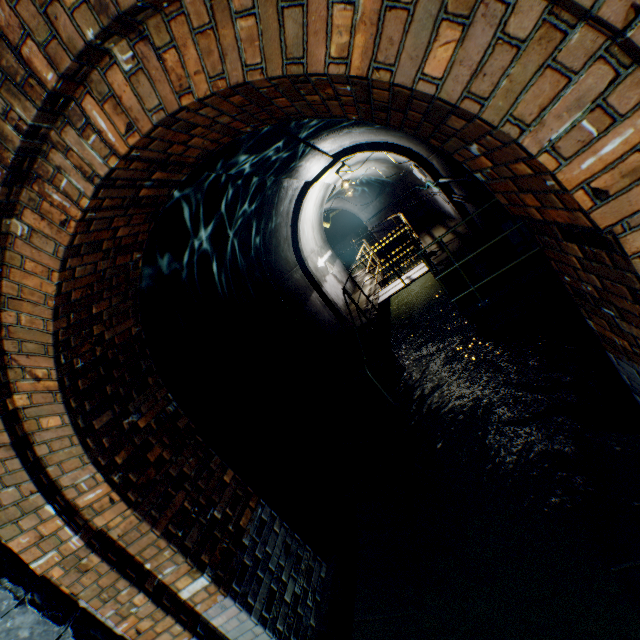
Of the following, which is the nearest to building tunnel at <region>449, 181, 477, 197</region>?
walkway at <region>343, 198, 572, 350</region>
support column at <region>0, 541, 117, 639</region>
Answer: walkway at <region>343, 198, 572, 350</region>

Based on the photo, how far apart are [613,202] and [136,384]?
3.2m

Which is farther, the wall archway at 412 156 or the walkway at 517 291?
the wall archway at 412 156

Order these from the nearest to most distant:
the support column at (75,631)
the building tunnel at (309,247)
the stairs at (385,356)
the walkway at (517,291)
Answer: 1. the support column at (75,631)
2. the walkway at (517,291)
3. the stairs at (385,356)
4. the building tunnel at (309,247)

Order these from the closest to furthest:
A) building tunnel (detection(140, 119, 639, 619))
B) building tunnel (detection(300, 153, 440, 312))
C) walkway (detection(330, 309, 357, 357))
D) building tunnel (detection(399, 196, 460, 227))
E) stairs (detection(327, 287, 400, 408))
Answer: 1. building tunnel (detection(140, 119, 639, 619))
2. stairs (detection(327, 287, 400, 408))
3. walkway (detection(330, 309, 357, 357))
4. building tunnel (detection(300, 153, 440, 312))
5. building tunnel (detection(399, 196, 460, 227))

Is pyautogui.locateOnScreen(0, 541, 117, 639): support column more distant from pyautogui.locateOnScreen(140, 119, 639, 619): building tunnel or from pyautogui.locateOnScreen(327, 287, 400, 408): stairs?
pyautogui.locateOnScreen(327, 287, 400, 408): stairs

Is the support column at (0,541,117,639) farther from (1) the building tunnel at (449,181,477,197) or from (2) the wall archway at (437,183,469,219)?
(2) the wall archway at (437,183,469,219)

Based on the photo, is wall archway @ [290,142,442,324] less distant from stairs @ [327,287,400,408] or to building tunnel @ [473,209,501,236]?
building tunnel @ [473,209,501,236]
